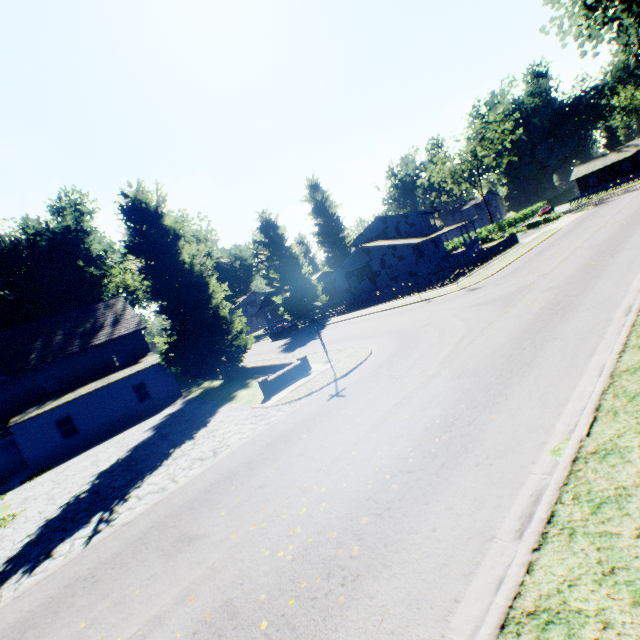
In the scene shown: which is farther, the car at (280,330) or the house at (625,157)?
the house at (625,157)

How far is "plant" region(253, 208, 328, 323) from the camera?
40.4 meters

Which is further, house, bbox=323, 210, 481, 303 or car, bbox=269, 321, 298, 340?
car, bbox=269, 321, 298, 340

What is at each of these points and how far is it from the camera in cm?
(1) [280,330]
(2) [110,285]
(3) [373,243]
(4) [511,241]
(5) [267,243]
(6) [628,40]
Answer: (1) car, 3934
(2) plant, 4056
(3) house, 4028
(4) fence, 3378
(5) plant, 4094
(6) plant, 1324

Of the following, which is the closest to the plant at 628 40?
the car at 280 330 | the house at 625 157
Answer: the car at 280 330

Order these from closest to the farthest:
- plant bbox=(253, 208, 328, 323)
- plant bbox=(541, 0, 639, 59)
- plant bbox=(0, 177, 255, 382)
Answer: plant bbox=(541, 0, 639, 59) < plant bbox=(0, 177, 255, 382) < plant bbox=(253, 208, 328, 323)

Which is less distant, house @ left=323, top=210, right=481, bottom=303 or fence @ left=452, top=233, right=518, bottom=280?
fence @ left=452, top=233, right=518, bottom=280

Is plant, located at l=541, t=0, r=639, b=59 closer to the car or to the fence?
the fence
